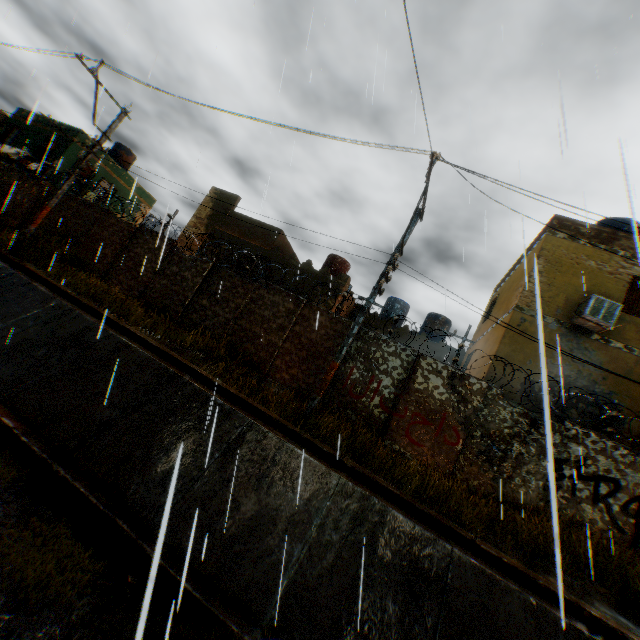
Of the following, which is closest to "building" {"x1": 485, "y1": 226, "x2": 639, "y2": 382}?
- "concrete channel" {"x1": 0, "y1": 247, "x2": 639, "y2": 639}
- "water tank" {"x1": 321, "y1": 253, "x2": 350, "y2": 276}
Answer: "concrete channel" {"x1": 0, "y1": 247, "x2": 639, "y2": 639}

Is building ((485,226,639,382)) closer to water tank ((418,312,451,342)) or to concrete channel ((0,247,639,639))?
concrete channel ((0,247,639,639))

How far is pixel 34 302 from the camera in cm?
855

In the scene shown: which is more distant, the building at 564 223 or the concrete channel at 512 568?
the building at 564 223

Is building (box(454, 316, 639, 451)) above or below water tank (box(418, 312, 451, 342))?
below

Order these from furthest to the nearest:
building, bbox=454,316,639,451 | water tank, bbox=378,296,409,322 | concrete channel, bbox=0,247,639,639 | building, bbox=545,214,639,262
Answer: water tank, bbox=378,296,409,322
building, bbox=545,214,639,262
building, bbox=454,316,639,451
concrete channel, bbox=0,247,639,639

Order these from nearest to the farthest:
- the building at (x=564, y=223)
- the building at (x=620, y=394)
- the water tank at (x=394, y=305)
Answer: the building at (x=620, y=394)
the building at (x=564, y=223)
the water tank at (x=394, y=305)
